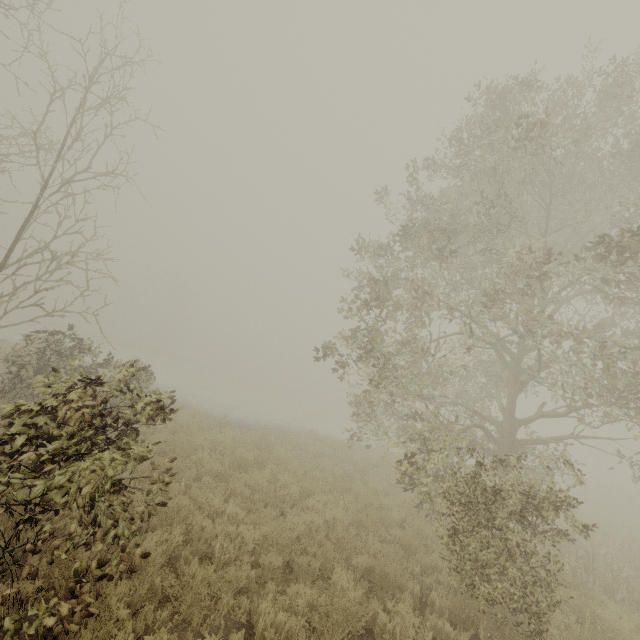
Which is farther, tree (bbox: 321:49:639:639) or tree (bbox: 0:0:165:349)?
tree (bbox: 0:0:165:349)

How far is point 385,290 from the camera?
9.38m

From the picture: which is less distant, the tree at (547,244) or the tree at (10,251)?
the tree at (547,244)
